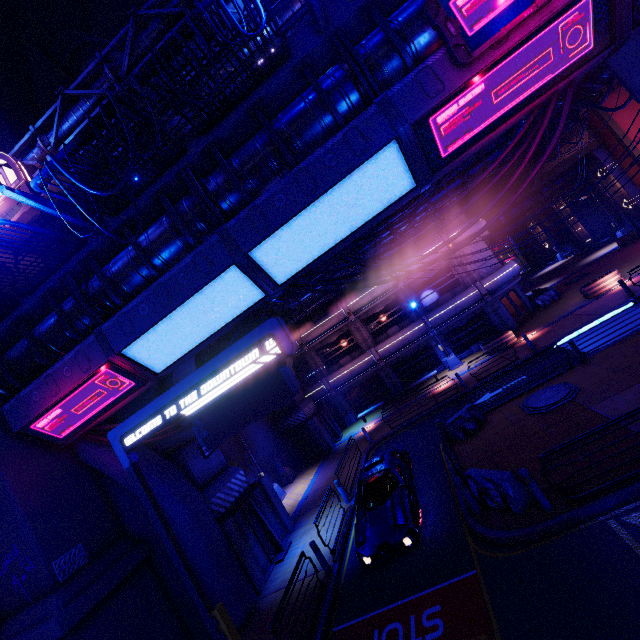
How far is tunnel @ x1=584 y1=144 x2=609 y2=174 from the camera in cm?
3045

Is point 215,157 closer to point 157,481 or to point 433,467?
point 157,481

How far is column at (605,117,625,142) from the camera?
28.2 meters

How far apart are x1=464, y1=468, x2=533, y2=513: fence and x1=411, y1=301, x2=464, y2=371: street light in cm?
1628

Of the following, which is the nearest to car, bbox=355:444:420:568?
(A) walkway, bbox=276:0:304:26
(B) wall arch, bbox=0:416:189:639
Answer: (B) wall arch, bbox=0:416:189:639

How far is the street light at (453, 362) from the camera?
24.92m

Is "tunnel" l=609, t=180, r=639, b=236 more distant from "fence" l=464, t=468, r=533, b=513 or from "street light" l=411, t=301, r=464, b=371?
"fence" l=464, t=468, r=533, b=513

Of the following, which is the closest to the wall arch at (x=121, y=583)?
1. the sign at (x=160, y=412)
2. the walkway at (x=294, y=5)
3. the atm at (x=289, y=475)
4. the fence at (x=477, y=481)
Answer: the sign at (x=160, y=412)
